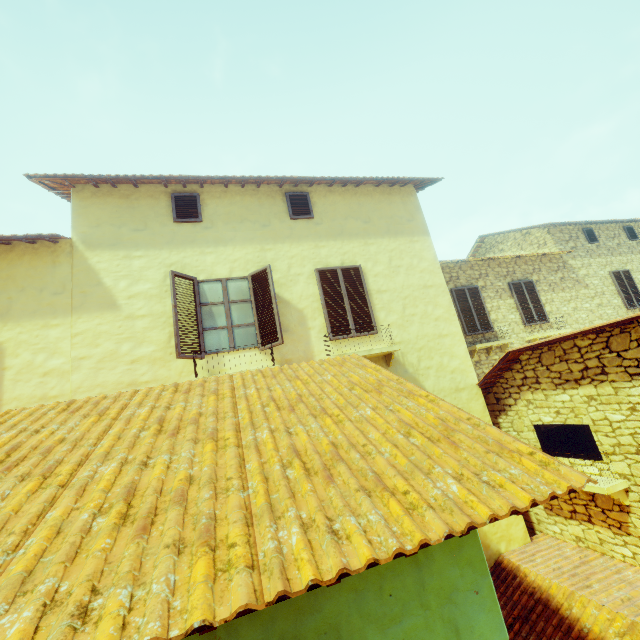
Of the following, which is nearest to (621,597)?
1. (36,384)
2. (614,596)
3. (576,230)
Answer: (614,596)

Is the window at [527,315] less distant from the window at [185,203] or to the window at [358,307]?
the window at [358,307]

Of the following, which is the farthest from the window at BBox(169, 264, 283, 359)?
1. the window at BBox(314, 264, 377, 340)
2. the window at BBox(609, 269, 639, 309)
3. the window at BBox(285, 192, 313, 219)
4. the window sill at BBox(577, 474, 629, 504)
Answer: the window sill at BBox(577, 474, 629, 504)

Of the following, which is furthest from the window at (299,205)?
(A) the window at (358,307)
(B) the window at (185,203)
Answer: (B) the window at (185,203)

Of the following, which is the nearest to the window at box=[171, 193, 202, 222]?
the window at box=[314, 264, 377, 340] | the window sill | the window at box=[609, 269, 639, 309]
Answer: the window at box=[314, 264, 377, 340]

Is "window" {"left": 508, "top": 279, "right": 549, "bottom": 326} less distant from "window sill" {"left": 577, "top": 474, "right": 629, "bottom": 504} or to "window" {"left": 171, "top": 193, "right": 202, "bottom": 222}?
"window sill" {"left": 577, "top": 474, "right": 629, "bottom": 504}

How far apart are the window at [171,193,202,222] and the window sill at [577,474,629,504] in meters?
8.4

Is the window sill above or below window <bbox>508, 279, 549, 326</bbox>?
below
